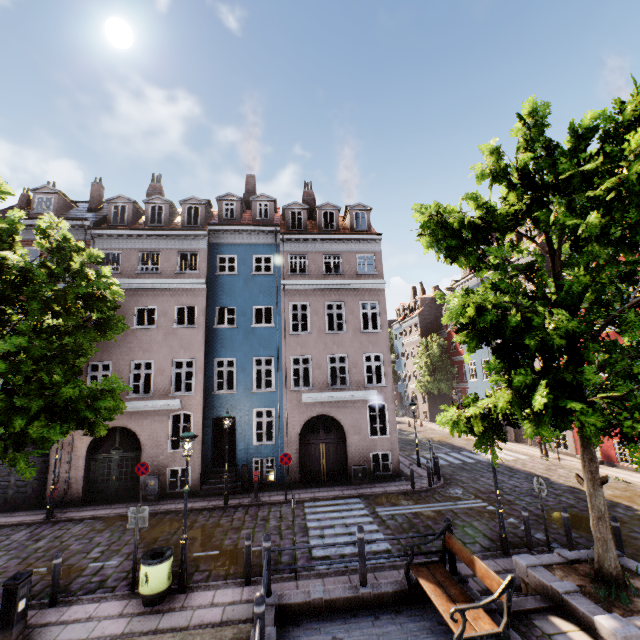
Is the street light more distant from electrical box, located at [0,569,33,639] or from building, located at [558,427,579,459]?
building, located at [558,427,579,459]

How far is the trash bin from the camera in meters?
7.4 m

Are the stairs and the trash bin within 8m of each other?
yes

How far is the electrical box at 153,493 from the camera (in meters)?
14.73

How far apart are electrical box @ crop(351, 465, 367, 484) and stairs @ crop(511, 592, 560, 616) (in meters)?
9.07

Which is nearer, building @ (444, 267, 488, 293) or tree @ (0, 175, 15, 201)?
tree @ (0, 175, 15, 201)

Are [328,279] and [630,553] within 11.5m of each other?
no

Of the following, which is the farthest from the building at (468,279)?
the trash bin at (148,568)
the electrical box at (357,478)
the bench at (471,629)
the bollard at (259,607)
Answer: the trash bin at (148,568)
